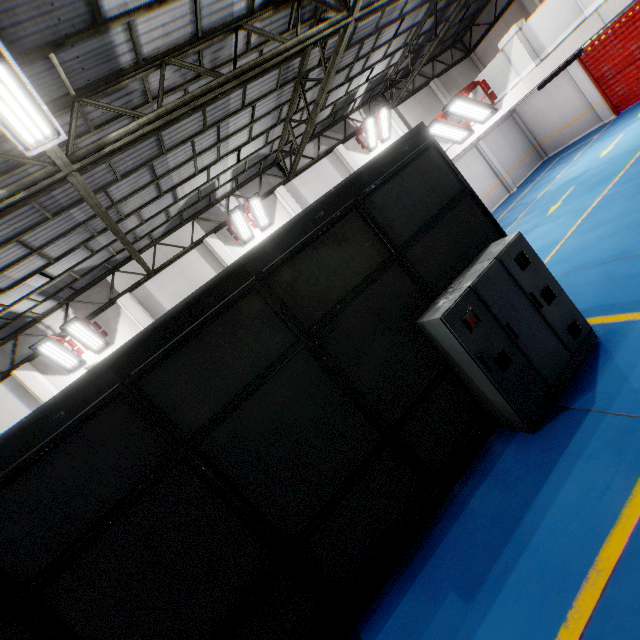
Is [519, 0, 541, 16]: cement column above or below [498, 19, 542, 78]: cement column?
above

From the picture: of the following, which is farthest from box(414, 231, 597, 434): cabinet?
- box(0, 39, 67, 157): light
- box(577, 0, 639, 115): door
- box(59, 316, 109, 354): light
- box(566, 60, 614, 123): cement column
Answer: box(566, 60, 614, 123): cement column

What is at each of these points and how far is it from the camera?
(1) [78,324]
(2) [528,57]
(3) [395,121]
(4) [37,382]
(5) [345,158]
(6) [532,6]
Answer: (1) light, 11.1 meters
(2) cement column, 8.7 meters
(3) cement column, 17.2 meters
(4) cement column, 11.2 meters
(5) cement column, 16.0 meters
(6) cement column, 16.4 meters

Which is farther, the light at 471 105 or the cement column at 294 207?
the cement column at 294 207

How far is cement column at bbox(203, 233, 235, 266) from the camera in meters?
13.5

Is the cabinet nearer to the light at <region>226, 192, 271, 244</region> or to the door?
the light at <region>226, 192, 271, 244</region>

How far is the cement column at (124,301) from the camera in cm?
1230

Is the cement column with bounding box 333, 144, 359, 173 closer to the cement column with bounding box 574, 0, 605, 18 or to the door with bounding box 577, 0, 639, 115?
the door with bounding box 577, 0, 639, 115
